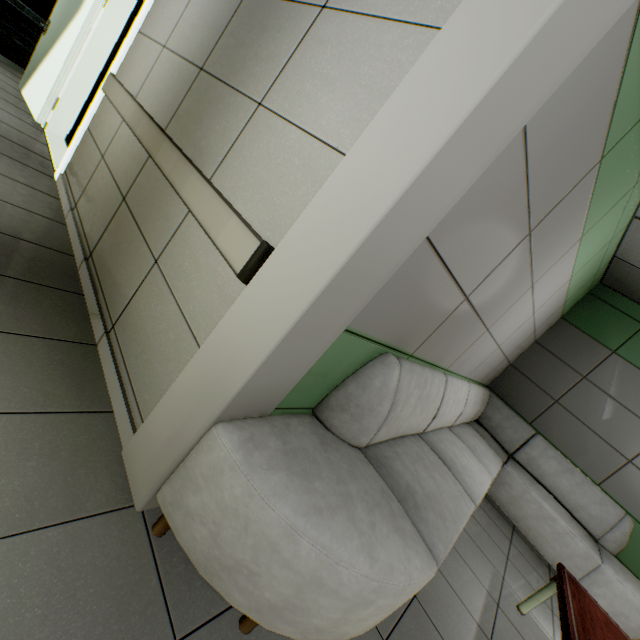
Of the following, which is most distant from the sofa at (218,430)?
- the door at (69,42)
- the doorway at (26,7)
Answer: the doorway at (26,7)

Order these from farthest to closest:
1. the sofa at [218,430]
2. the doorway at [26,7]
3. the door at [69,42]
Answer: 1. the doorway at [26,7]
2. the door at [69,42]
3. the sofa at [218,430]

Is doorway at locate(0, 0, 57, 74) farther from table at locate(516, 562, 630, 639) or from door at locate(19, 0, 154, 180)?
table at locate(516, 562, 630, 639)

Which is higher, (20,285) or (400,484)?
(400,484)

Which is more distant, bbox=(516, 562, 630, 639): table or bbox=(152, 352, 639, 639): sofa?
bbox=(516, 562, 630, 639): table

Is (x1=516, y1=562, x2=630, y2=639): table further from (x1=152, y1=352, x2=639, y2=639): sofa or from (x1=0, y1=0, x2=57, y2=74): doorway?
(x1=0, y1=0, x2=57, y2=74): doorway
